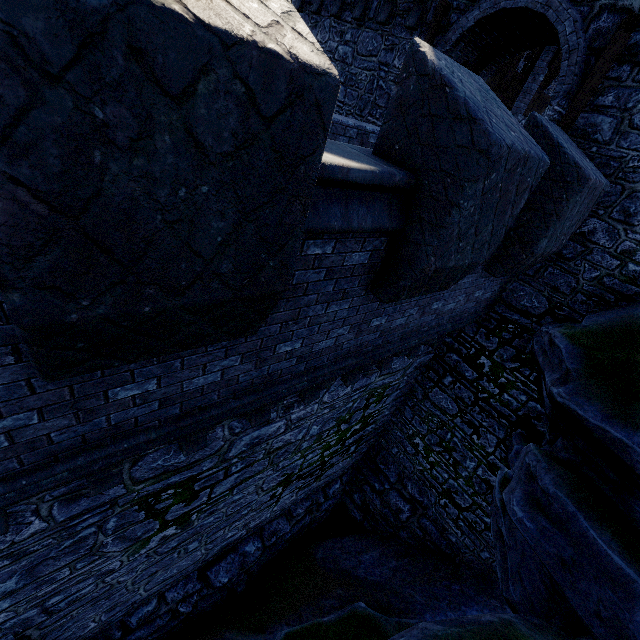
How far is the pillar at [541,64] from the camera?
10.94m

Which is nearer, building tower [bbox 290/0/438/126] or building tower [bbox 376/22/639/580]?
building tower [bbox 376/22/639/580]

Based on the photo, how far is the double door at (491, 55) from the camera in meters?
7.3 m

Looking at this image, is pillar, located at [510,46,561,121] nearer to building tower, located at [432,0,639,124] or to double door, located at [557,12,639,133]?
building tower, located at [432,0,639,124]

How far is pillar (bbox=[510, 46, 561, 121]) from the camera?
10.9 meters

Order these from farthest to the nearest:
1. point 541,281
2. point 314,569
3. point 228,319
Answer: point 314,569
point 541,281
point 228,319

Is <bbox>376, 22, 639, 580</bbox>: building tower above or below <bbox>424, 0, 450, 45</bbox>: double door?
below
